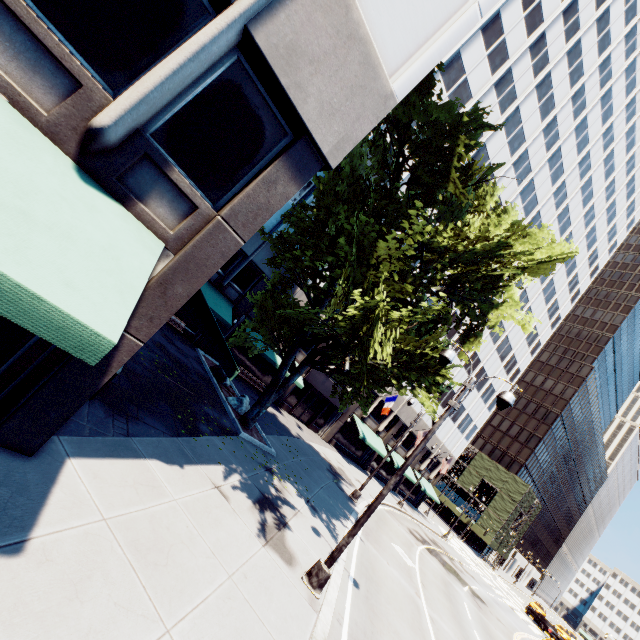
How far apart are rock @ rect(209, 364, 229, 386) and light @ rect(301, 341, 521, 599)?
12.0 meters

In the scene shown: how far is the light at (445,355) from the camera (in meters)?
8.02

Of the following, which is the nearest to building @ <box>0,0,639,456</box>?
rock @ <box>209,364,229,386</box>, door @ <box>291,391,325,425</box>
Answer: door @ <box>291,391,325,425</box>

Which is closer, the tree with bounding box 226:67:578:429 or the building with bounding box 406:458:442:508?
the tree with bounding box 226:67:578:429

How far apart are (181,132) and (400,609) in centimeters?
1581cm

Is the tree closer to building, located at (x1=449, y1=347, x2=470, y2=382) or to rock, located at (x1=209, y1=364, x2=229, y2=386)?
building, located at (x1=449, y1=347, x2=470, y2=382)

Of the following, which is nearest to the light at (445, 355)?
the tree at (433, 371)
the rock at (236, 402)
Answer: the tree at (433, 371)

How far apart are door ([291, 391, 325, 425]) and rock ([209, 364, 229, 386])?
10.4 meters
